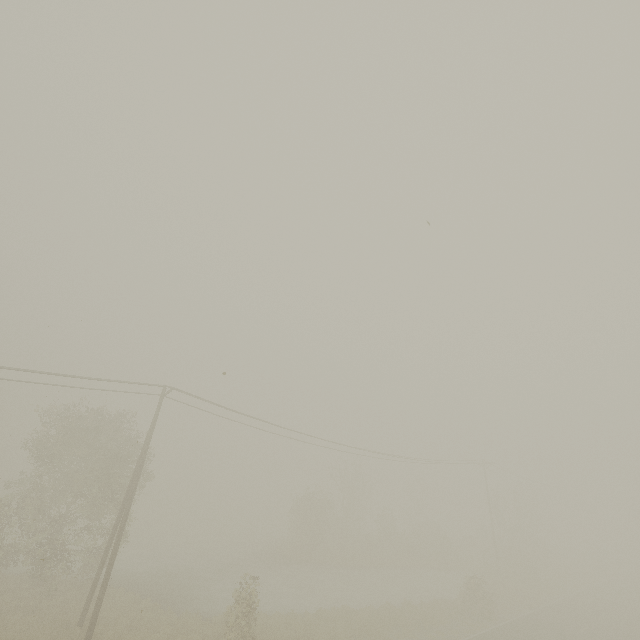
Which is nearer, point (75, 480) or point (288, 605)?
point (75, 480)
